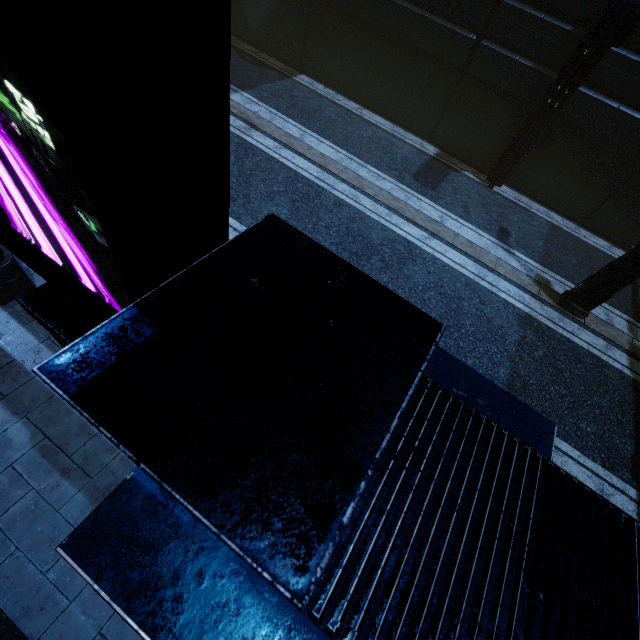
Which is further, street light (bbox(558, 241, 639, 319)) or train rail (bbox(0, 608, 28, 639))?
street light (bbox(558, 241, 639, 319))

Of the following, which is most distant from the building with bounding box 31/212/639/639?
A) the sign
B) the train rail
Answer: the sign

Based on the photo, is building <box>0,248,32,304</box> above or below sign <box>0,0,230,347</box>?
below

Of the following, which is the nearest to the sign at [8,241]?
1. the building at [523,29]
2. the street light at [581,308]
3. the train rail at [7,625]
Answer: the building at [523,29]

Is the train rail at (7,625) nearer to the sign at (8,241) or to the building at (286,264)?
the building at (286,264)

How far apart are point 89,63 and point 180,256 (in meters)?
0.71

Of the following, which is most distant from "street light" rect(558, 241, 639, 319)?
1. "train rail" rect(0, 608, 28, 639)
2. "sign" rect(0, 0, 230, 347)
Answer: "train rail" rect(0, 608, 28, 639)

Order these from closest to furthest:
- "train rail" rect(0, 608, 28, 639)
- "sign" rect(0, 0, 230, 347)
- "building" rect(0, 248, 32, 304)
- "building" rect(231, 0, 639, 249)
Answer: "sign" rect(0, 0, 230, 347), "train rail" rect(0, 608, 28, 639), "building" rect(0, 248, 32, 304), "building" rect(231, 0, 639, 249)
